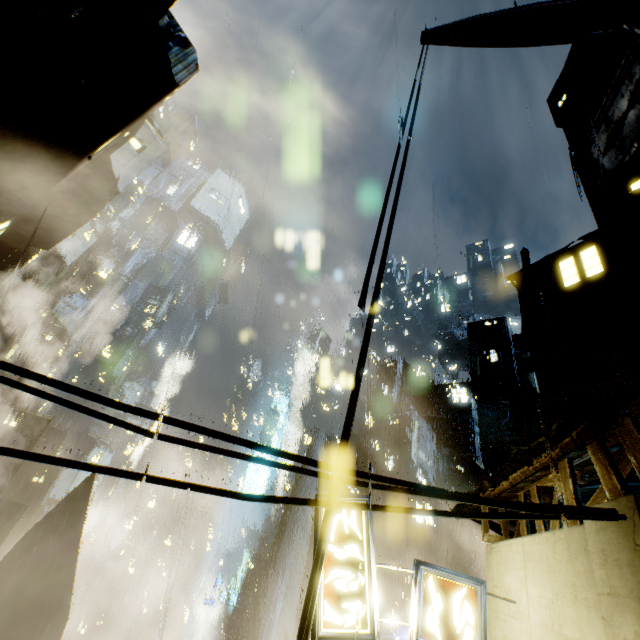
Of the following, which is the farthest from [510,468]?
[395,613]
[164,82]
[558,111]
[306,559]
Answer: [558,111]

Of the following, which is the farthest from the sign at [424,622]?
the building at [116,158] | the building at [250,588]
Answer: the building at [250,588]

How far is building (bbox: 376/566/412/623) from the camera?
31.4 meters

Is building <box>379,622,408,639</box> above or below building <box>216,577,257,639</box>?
above

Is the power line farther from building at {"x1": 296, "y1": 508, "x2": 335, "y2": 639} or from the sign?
the sign

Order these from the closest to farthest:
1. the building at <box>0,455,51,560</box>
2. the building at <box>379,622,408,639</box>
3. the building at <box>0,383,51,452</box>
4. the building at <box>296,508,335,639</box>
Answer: the building at <box>296,508,335,639</box>
the building at <box>379,622,408,639</box>
the building at <box>0,455,51,560</box>
the building at <box>0,383,51,452</box>

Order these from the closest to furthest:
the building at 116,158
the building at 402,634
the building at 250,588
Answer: the building at 116,158
the building at 402,634
the building at 250,588
